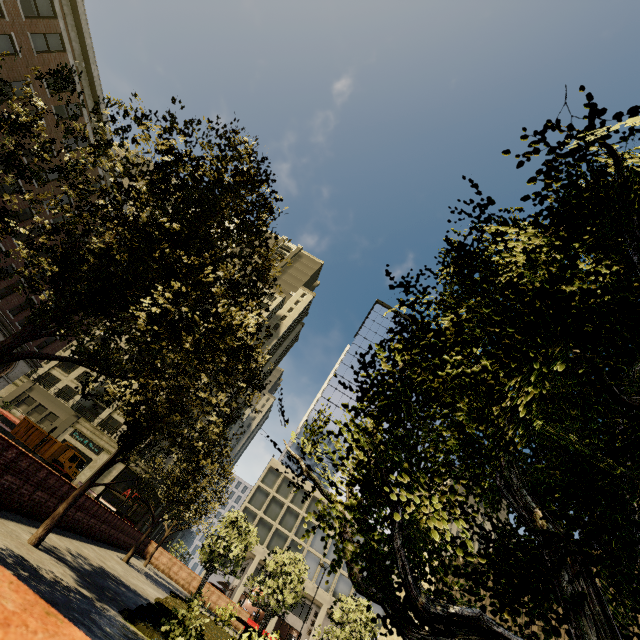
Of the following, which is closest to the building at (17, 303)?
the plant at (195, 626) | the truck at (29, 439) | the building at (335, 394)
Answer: the truck at (29, 439)

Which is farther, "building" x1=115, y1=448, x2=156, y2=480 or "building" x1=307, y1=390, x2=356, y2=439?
"building" x1=307, y1=390, x2=356, y2=439

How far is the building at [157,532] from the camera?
49.34m

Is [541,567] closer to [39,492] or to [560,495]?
[560,495]

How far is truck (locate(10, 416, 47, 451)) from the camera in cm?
3362

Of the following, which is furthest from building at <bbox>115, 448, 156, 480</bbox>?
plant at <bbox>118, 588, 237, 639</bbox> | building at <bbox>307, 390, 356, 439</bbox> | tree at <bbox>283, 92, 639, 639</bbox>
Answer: plant at <bbox>118, 588, 237, 639</bbox>

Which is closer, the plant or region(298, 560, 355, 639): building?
the plant

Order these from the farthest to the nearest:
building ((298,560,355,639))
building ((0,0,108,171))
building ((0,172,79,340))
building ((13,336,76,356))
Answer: building ((298,560,355,639)) < building ((13,336,76,356)) < building ((0,172,79,340)) < building ((0,0,108,171))
